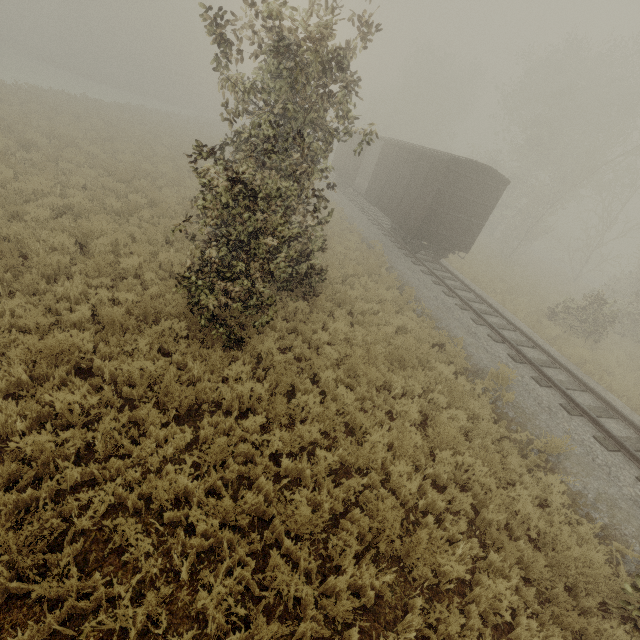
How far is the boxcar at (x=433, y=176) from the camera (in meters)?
14.38

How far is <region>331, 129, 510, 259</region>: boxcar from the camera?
14.4 meters

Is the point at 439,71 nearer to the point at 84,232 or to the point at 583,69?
the point at 583,69
